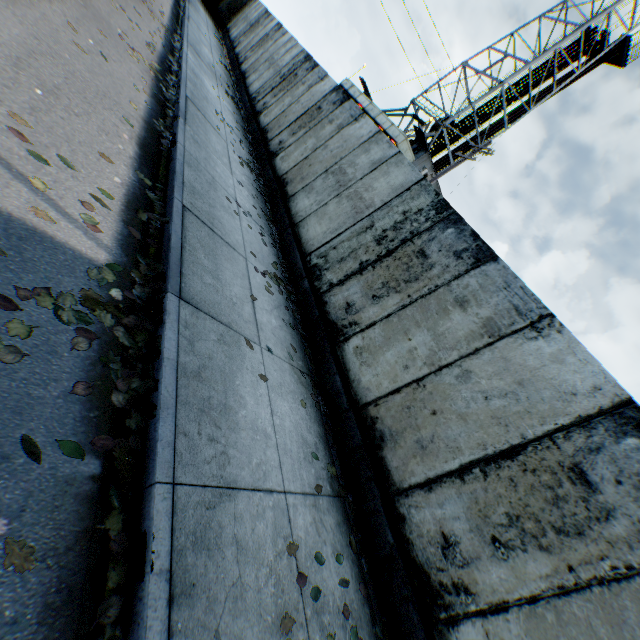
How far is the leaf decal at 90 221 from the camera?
3.05m

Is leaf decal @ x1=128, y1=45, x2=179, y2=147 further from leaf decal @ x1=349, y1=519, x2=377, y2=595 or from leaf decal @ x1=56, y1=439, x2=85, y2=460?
leaf decal @ x1=349, y1=519, x2=377, y2=595

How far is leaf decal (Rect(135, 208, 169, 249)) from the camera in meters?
3.8 m

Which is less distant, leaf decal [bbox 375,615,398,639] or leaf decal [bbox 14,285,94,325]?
leaf decal [bbox 14,285,94,325]

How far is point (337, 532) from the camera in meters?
3.7 m

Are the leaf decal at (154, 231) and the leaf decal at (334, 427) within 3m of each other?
yes

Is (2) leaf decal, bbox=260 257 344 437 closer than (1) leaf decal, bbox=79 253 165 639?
No

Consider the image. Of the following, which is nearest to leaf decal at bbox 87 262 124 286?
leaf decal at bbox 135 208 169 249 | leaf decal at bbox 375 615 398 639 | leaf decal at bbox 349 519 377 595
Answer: leaf decal at bbox 135 208 169 249
